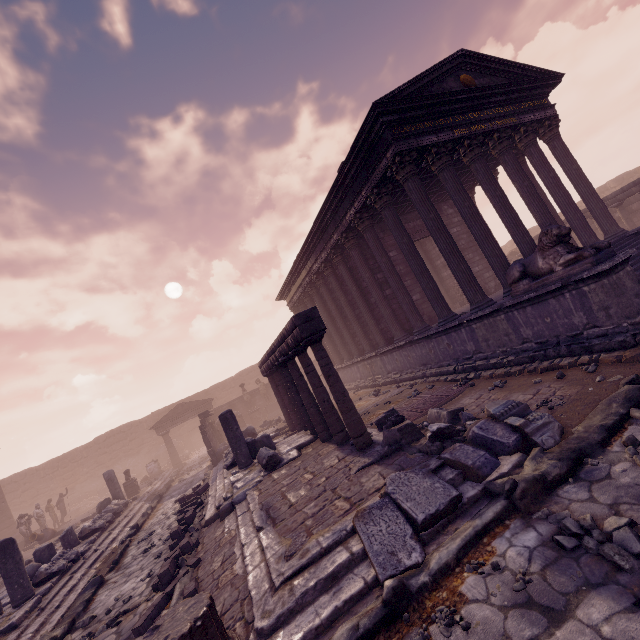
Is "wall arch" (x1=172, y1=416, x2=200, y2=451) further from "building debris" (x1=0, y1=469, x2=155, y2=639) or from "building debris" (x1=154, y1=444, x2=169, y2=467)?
"building debris" (x1=0, y1=469, x2=155, y2=639)

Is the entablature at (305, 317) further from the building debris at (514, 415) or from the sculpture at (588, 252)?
the sculpture at (588, 252)

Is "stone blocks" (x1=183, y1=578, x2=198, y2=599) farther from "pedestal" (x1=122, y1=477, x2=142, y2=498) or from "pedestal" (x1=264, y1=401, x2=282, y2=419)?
"pedestal" (x1=264, y1=401, x2=282, y2=419)

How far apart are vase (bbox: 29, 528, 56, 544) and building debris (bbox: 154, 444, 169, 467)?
12.03m

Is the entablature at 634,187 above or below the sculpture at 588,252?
above

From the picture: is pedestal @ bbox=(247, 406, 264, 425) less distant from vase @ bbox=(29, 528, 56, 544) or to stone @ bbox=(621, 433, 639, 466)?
vase @ bbox=(29, 528, 56, 544)

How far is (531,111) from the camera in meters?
11.3

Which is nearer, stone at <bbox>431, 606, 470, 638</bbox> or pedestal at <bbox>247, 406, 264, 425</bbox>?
stone at <bbox>431, 606, 470, 638</bbox>
